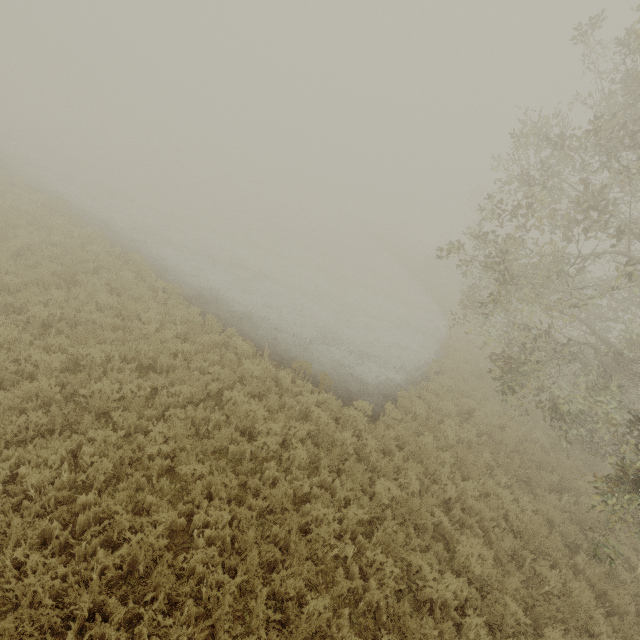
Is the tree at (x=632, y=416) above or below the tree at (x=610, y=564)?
above

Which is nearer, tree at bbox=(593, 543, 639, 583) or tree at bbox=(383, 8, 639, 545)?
tree at bbox=(593, 543, 639, 583)

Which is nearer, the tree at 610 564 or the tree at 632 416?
the tree at 610 564

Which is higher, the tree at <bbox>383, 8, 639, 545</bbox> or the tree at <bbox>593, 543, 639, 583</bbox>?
the tree at <bbox>383, 8, 639, 545</bbox>

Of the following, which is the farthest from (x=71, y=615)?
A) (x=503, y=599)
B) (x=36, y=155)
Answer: (x=36, y=155)
